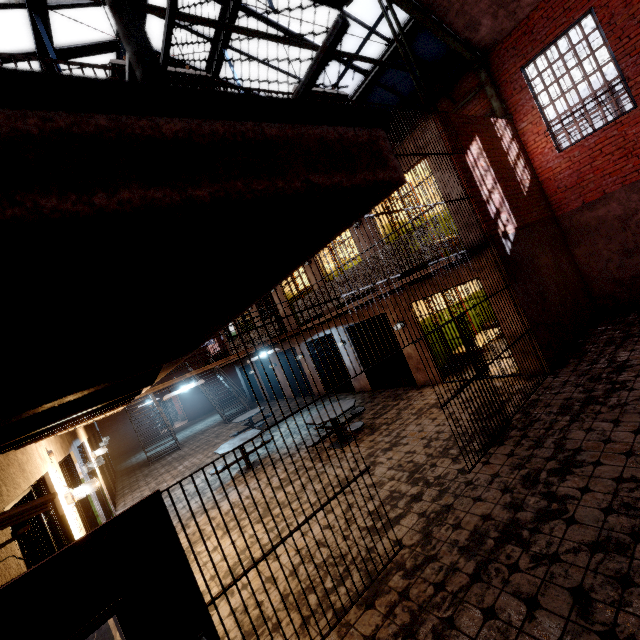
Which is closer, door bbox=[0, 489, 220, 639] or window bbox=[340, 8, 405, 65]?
door bbox=[0, 489, 220, 639]

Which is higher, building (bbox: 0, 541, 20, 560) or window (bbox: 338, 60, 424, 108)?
window (bbox: 338, 60, 424, 108)

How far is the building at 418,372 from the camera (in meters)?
9.21

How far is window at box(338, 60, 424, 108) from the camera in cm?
929

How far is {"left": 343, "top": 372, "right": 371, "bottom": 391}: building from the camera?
11.33m

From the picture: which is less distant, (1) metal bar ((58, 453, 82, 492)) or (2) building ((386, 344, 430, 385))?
(1) metal bar ((58, 453, 82, 492))

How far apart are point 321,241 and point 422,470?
5.37m

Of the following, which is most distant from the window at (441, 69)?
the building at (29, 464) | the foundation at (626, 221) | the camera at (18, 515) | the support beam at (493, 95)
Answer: the camera at (18, 515)
